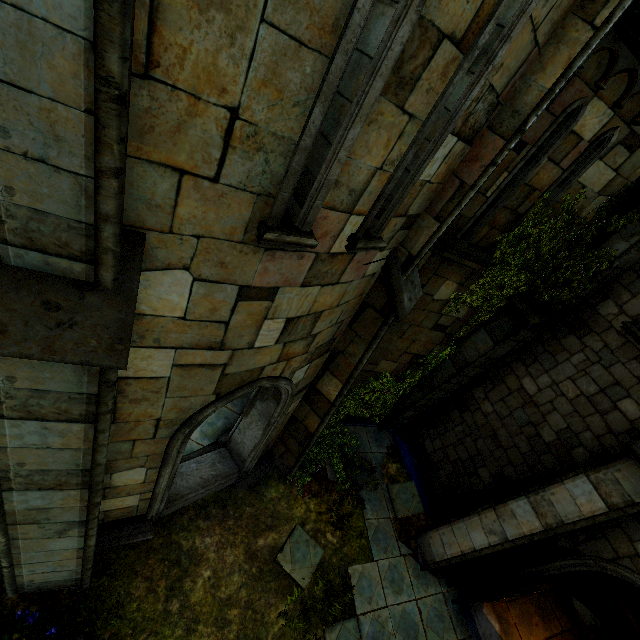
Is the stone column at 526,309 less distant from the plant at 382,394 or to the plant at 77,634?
the plant at 382,394

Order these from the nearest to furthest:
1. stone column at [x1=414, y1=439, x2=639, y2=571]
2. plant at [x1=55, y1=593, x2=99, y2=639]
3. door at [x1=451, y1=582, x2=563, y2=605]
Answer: plant at [x1=55, y1=593, x2=99, y2=639]
stone column at [x1=414, y1=439, x2=639, y2=571]
door at [x1=451, y1=582, x2=563, y2=605]

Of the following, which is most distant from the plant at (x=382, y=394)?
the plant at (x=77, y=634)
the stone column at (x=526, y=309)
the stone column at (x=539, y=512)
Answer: the plant at (x=77, y=634)

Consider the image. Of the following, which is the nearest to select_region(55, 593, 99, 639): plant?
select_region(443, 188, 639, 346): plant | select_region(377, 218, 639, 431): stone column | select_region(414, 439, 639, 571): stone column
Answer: select_region(414, 439, 639, 571): stone column

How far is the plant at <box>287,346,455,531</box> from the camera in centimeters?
767cm

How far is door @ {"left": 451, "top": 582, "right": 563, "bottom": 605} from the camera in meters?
5.8

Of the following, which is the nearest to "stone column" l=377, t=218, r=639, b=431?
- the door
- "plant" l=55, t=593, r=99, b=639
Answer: the door

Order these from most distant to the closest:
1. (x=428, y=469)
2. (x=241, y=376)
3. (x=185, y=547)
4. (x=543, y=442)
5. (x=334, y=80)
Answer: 1. (x=428, y=469)
2. (x=543, y=442)
3. (x=185, y=547)
4. (x=241, y=376)
5. (x=334, y=80)
